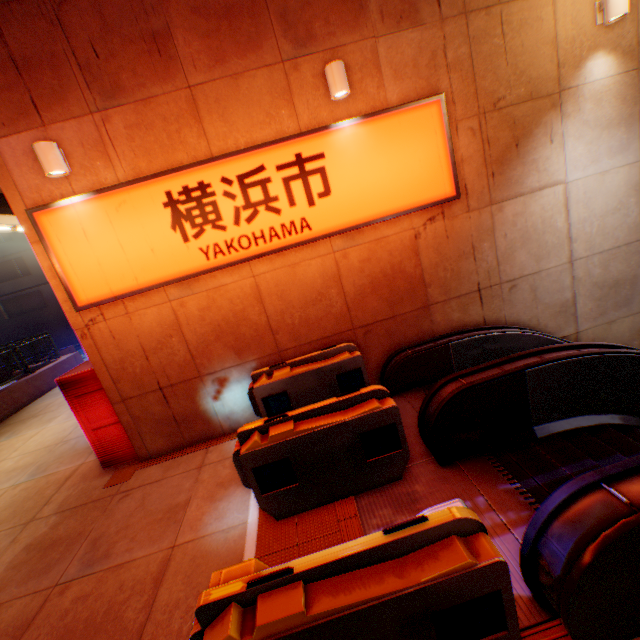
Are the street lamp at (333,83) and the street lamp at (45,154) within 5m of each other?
yes

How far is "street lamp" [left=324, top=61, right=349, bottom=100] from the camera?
4.7m

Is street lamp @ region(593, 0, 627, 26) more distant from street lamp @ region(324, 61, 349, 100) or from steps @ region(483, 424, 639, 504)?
steps @ region(483, 424, 639, 504)

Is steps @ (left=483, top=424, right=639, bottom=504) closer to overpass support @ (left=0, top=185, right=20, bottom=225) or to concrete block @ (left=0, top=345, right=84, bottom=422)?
overpass support @ (left=0, top=185, right=20, bottom=225)

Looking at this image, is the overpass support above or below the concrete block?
above

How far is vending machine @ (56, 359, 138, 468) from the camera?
5.9m

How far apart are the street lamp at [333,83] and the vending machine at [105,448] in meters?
6.0

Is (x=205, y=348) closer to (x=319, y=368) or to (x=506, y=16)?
(x=319, y=368)
